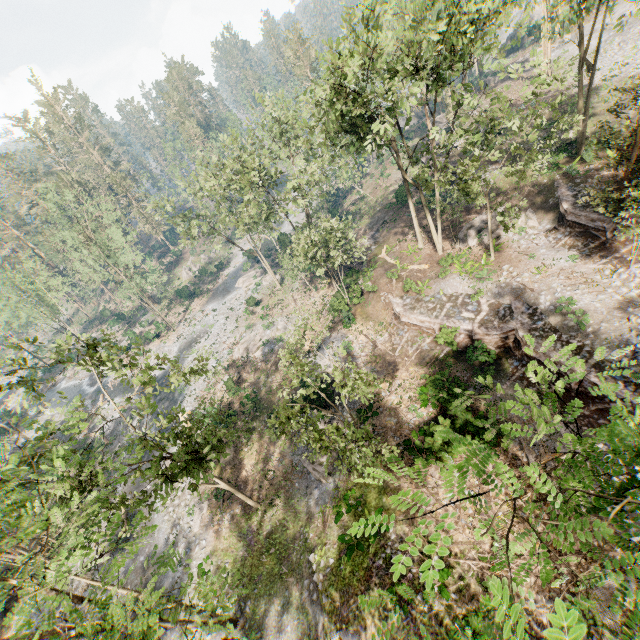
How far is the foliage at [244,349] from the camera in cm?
3684

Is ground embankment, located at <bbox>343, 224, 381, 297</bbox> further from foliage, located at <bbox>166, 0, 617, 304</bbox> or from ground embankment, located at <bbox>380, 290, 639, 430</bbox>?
ground embankment, located at <bbox>380, 290, 639, 430</bbox>

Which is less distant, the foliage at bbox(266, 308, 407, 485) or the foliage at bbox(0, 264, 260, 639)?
the foliage at bbox(0, 264, 260, 639)

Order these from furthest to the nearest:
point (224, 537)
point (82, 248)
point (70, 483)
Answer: point (82, 248) → point (224, 537) → point (70, 483)

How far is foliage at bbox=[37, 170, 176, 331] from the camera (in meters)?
38.81

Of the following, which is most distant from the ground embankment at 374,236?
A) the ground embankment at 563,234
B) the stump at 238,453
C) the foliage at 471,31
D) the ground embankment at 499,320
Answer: the stump at 238,453

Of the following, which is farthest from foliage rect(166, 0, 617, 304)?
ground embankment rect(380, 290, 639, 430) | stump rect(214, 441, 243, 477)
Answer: stump rect(214, 441, 243, 477)

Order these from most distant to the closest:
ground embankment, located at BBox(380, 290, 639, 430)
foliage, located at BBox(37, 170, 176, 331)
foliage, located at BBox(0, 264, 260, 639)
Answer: foliage, located at BBox(37, 170, 176, 331)
ground embankment, located at BBox(380, 290, 639, 430)
foliage, located at BBox(0, 264, 260, 639)
